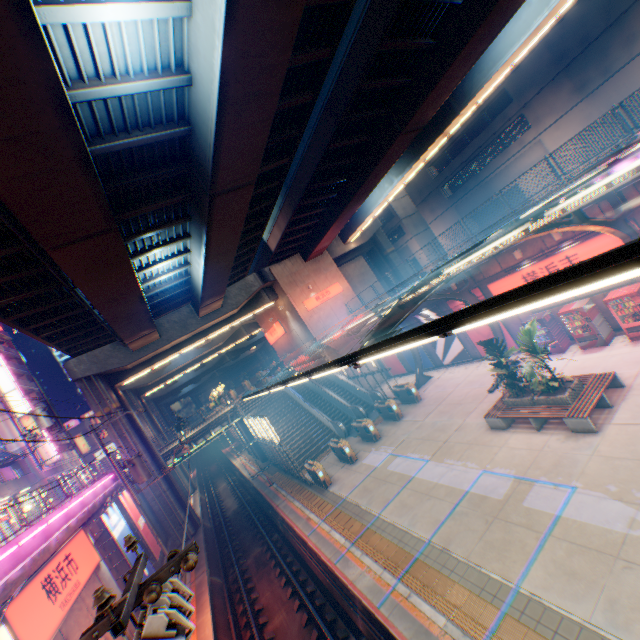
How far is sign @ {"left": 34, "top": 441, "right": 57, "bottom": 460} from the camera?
39.47m

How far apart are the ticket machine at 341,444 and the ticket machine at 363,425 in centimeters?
144cm

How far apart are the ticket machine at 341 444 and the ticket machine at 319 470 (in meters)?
1.43

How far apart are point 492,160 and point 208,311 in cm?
3281

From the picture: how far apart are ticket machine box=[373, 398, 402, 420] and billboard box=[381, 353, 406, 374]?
7.1m

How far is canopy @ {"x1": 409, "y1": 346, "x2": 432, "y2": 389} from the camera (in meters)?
23.38

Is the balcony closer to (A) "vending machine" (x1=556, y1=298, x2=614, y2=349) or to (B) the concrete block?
(B) the concrete block

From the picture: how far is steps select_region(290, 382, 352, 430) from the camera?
25.4m
